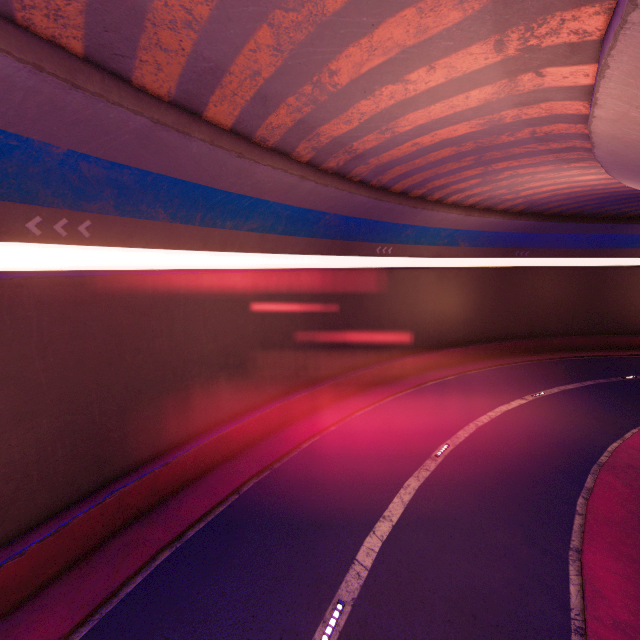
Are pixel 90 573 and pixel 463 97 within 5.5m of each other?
no
